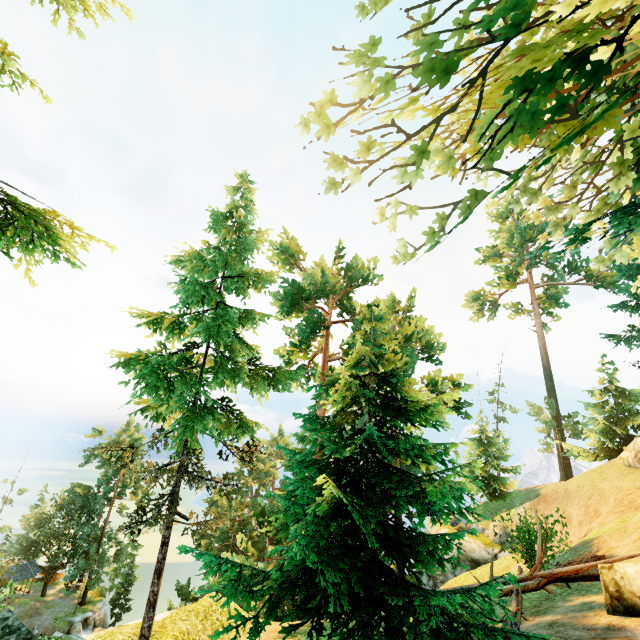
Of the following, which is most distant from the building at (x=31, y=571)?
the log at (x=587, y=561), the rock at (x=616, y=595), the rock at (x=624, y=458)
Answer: the rock at (x=624, y=458)

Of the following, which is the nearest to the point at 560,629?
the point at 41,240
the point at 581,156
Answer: the point at 581,156

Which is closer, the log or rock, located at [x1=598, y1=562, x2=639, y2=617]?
rock, located at [x1=598, y1=562, x2=639, y2=617]

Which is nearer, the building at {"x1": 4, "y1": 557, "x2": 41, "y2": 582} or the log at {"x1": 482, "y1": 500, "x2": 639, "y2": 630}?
the log at {"x1": 482, "y1": 500, "x2": 639, "y2": 630}

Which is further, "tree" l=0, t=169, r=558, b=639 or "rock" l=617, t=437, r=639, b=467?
"rock" l=617, t=437, r=639, b=467

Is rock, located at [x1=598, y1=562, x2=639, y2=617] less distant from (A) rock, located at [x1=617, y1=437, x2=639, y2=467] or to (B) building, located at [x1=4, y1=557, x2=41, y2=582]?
(A) rock, located at [x1=617, y1=437, x2=639, y2=467]

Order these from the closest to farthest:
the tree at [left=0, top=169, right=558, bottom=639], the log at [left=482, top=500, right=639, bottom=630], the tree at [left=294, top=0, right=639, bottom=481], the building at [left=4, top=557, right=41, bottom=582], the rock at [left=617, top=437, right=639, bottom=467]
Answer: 1. the tree at [left=294, top=0, right=639, bottom=481]
2. the tree at [left=0, top=169, right=558, bottom=639]
3. the log at [left=482, top=500, right=639, bottom=630]
4. the rock at [left=617, top=437, right=639, bottom=467]
5. the building at [left=4, top=557, right=41, bottom=582]

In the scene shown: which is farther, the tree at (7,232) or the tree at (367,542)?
the tree at (367,542)
